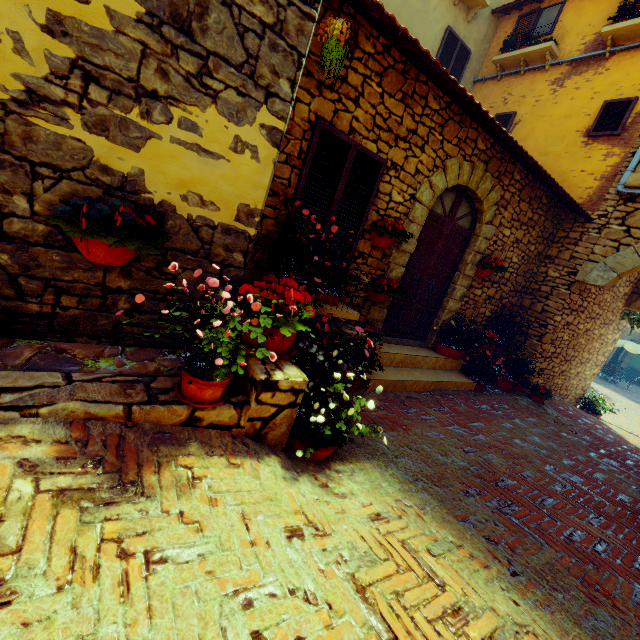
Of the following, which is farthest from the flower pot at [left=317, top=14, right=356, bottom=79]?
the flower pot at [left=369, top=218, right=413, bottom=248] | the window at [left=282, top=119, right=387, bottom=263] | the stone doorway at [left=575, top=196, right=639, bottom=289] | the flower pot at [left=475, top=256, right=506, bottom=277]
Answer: the stone doorway at [left=575, top=196, right=639, bottom=289]

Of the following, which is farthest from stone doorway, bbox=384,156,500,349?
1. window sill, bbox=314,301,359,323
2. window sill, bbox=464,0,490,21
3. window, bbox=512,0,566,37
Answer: window sill, bbox=464,0,490,21

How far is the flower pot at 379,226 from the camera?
4.4m

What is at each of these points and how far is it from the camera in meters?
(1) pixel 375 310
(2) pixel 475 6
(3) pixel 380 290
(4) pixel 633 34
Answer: (1) stone doorway, 5.2
(2) window sill, 8.3
(3) flower pot, 4.8
(4) window sill, 6.4

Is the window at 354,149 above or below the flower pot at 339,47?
below

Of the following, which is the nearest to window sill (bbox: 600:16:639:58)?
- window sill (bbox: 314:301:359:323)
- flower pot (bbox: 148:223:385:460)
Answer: window sill (bbox: 314:301:359:323)

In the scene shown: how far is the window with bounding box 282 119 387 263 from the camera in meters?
3.7 m

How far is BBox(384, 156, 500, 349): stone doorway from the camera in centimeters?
479cm
